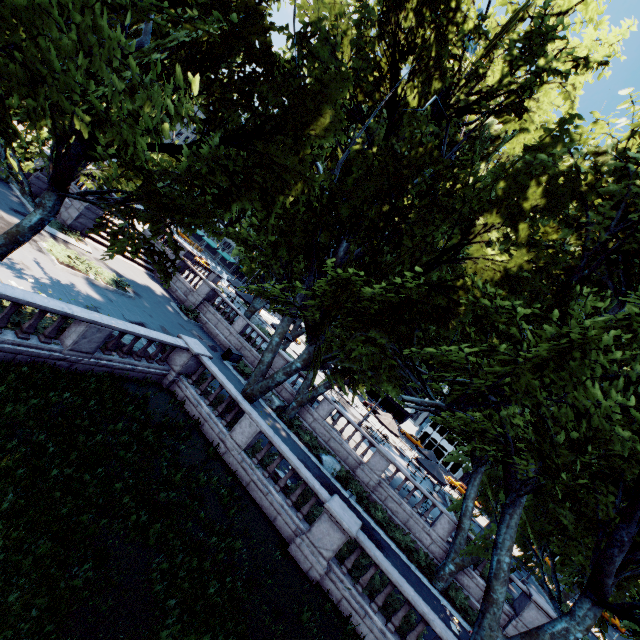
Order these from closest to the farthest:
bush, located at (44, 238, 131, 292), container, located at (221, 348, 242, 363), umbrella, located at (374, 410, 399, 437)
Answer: bush, located at (44, 238, 131, 292) < container, located at (221, 348, 242, 363) < umbrella, located at (374, 410, 399, 437)

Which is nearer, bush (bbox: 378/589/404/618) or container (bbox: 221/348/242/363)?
bush (bbox: 378/589/404/618)

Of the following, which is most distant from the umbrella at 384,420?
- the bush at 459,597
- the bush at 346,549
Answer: the bush at 346,549

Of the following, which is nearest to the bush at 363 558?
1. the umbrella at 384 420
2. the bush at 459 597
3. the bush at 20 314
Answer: the bush at 459 597

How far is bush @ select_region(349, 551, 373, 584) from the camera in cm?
1159

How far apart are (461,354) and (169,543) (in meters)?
8.67

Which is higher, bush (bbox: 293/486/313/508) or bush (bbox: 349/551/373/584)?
bush (bbox: 349/551/373/584)
